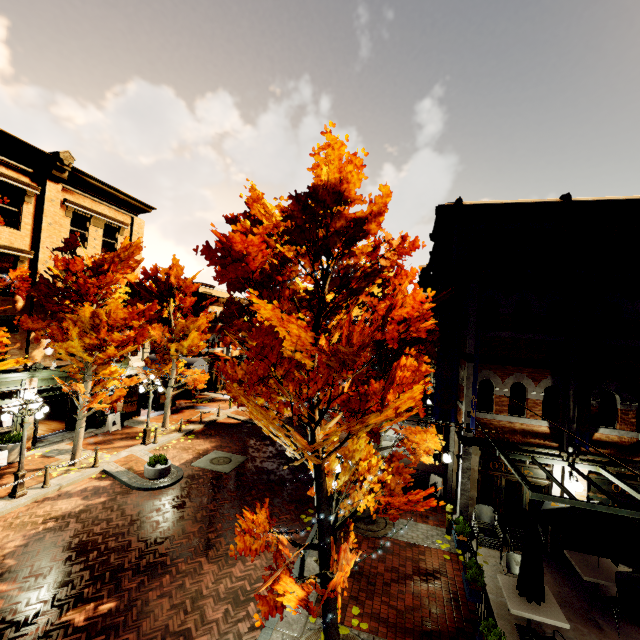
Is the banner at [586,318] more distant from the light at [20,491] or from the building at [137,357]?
the light at [20,491]

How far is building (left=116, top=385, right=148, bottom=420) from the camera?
20.7 meters

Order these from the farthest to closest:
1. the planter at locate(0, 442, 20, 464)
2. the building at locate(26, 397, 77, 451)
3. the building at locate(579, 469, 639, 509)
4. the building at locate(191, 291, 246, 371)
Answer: the building at locate(191, 291, 246, 371)
the building at locate(26, 397, 77, 451)
the planter at locate(0, 442, 20, 464)
the building at locate(579, 469, 639, 509)

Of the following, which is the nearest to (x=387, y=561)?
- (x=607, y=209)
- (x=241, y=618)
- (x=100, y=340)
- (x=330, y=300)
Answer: (x=241, y=618)

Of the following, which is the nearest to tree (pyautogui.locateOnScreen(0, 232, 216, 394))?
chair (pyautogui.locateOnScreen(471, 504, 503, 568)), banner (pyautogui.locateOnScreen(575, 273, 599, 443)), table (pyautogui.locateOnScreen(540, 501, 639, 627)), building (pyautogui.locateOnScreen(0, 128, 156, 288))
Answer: building (pyautogui.locateOnScreen(0, 128, 156, 288))

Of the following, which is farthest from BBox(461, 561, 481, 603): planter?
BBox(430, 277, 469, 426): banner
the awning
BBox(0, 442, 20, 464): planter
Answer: BBox(0, 442, 20, 464): planter

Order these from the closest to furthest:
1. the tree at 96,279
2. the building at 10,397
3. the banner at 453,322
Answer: the banner at 453,322, the tree at 96,279, the building at 10,397

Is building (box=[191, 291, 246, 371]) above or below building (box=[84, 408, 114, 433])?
above
